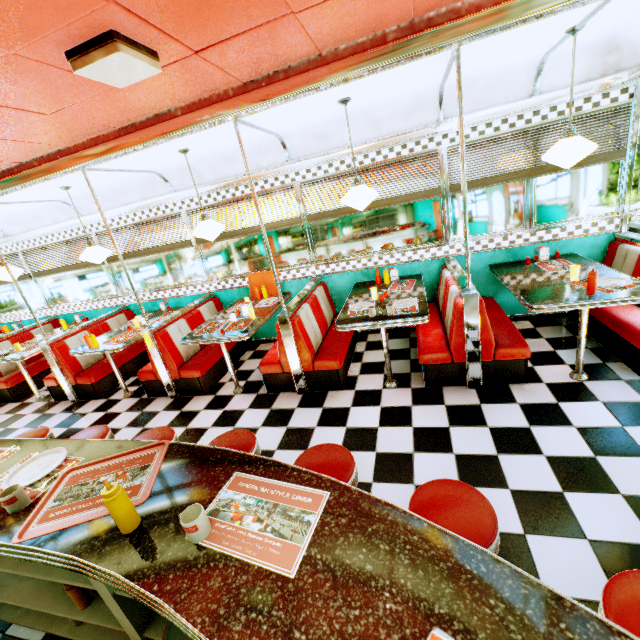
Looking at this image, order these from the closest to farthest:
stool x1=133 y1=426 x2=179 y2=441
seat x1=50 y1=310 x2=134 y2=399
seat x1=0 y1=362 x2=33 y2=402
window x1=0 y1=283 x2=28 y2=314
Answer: stool x1=133 y1=426 x2=179 y2=441
seat x1=50 y1=310 x2=134 y2=399
seat x1=0 y1=362 x2=33 y2=402
window x1=0 y1=283 x2=28 y2=314

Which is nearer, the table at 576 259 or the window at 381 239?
the table at 576 259

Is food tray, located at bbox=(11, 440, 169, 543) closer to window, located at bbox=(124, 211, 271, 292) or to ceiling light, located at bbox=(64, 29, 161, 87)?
ceiling light, located at bbox=(64, 29, 161, 87)

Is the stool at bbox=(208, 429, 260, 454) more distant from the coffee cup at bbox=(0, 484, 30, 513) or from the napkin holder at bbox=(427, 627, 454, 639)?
the napkin holder at bbox=(427, 627, 454, 639)

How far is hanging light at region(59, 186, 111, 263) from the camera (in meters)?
4.52

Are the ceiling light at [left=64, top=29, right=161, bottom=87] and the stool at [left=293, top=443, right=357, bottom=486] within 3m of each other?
yes

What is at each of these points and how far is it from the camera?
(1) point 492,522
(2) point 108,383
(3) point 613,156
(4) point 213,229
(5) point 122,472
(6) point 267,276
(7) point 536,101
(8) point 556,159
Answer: (1) stool, 1.3 meters
(2) seat, 5.3 meters
(3) blinds, 3.7 meters
(4) hanging light, 4.0 meters
(5) food tray, 1.6 meters
(6) food tray, 5.3 meters
(7) trim, 3.6 meters
(8) hanging light, 3.0 meters

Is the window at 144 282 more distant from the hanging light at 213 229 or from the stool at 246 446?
the stool at 246 446
